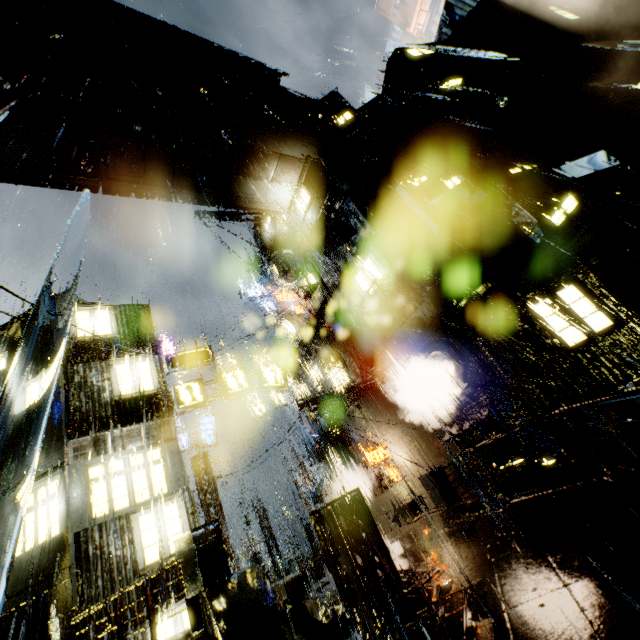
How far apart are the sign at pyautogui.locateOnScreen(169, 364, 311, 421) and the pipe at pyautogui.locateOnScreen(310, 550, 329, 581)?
→ 12.3m

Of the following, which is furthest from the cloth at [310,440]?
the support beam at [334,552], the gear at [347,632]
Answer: the gear at [347,632]

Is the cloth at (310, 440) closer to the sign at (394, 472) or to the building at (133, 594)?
the building at (133, 594)

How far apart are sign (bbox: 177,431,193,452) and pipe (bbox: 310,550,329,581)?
9.67m

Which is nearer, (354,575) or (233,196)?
(354,575)

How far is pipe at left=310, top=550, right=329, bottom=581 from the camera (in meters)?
20.12

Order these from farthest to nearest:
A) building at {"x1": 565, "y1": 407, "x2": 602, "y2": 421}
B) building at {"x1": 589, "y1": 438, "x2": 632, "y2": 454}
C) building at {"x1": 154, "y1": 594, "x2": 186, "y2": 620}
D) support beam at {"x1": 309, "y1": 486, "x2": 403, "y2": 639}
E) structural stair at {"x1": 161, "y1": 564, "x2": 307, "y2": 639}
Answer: building at {"x1": 565, "y1": 407, "x2": 602, "y2": 421}, building at {"x1": 589, "y1": 438, "x2": 632, "y2": 454}, building at {"x1": 154, "y1": 594, "x2": 186, "y2": 620}, support beam at {"x1": 309, "y1": 486, "x2": 403, "y2": 639}, structural stair at {"x1": 161, "y1": 564, "x2": 307, "y2": 639}

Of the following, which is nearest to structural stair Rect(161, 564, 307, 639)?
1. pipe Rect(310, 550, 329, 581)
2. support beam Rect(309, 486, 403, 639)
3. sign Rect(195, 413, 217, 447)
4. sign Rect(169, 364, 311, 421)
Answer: support beam Rect(309, 486, 403, 639)
